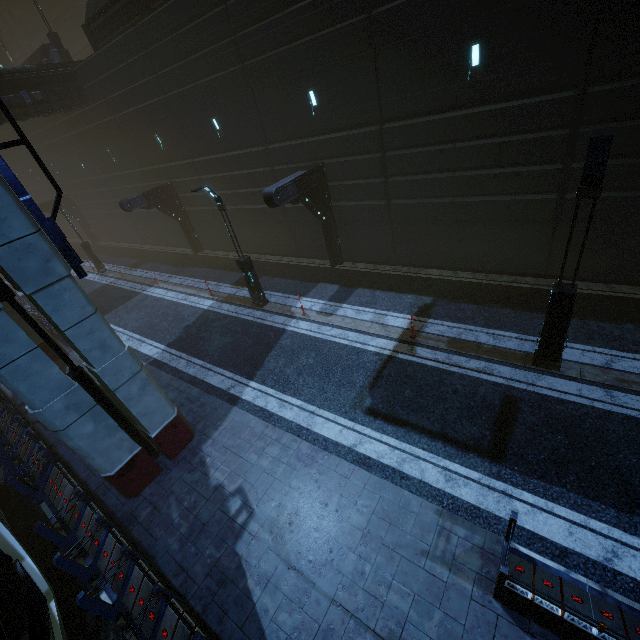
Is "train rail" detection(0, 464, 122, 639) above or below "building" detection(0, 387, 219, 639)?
below

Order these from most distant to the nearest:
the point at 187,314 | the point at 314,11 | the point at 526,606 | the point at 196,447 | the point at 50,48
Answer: the point at 50,48 < the point at 187,314 < the point at 314,11 < the point at 196,447 < the point at 526,606

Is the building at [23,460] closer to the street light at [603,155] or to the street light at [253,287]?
the street light at [253,287]

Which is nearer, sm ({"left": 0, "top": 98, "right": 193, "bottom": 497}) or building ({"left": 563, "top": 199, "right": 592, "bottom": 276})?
sm ({"left": 0, "top": 98, "right": 193, "bottom": 497})

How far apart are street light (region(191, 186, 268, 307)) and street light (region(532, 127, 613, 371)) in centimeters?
1056cm

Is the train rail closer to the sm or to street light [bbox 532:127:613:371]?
the sm

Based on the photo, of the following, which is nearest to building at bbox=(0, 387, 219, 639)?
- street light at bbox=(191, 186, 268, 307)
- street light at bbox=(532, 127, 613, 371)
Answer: street light at bbox=(191, 186, 268, 307)

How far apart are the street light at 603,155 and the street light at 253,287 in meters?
10.6
